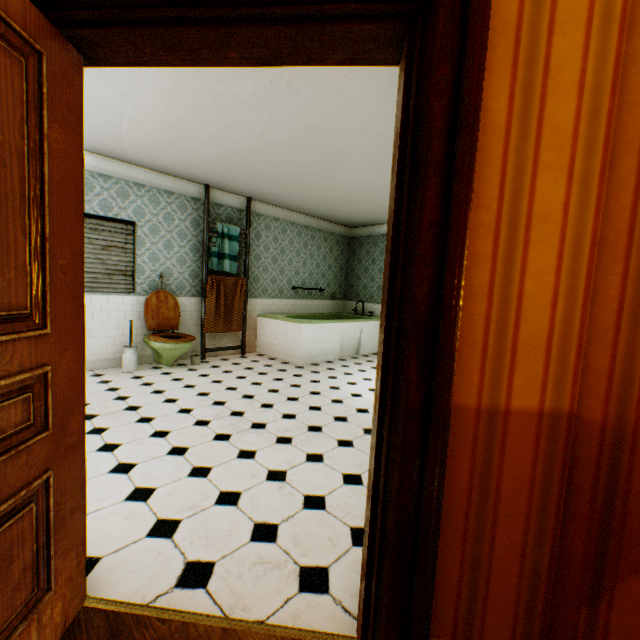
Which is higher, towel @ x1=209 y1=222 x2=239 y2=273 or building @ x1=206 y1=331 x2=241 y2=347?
towel @ x1=209 y1=222 x2=239 y2=273

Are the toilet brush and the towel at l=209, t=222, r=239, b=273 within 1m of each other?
no

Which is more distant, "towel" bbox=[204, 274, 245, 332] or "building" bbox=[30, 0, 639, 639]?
"towel" bbox=[204, 274, 245, 332]

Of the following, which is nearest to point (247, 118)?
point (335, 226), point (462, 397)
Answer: point (462, 397)

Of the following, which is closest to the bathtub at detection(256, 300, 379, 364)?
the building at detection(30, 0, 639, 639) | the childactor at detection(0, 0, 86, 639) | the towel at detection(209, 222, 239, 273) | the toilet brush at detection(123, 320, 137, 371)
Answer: the building at detection(30, 0, 639, 639)

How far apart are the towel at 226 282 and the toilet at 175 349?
0.4m

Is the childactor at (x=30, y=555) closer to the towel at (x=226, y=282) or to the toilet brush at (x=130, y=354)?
the toilet brush at (x=130, y=354)

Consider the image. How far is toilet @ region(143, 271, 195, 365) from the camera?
4.9 meters
